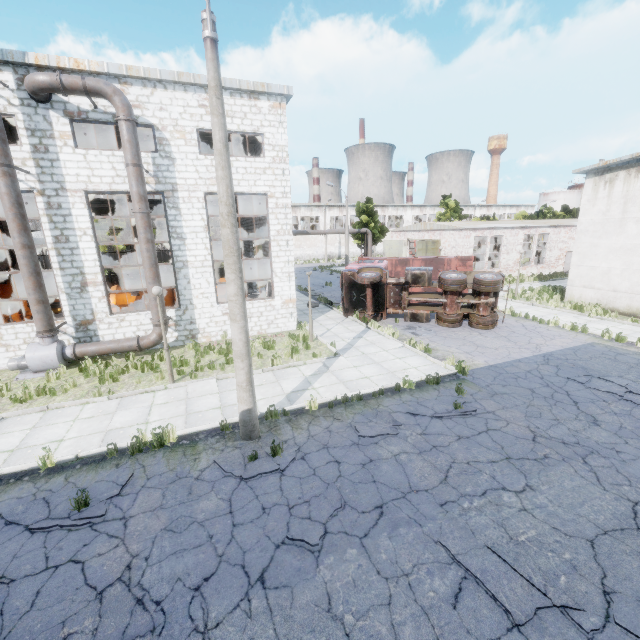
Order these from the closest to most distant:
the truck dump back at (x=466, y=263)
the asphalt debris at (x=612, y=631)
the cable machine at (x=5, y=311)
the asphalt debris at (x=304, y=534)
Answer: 1. the asphalt debris at (x=612, y=631)
2. the asphalt debris at (x=304, y=534)
3. the cable machine at (x=5, y=311)
4. the truck dump back at (x=466, y=263)

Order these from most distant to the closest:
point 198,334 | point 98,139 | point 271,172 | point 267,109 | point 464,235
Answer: point 464,235 → point 98,139 → point 198,334 → point 271,172 → point 267,109

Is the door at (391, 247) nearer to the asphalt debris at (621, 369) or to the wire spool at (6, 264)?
the asphalt debris at (621, 369)

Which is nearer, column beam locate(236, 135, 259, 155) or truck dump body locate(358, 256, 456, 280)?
column beam locate(236, 135, 259, 155)

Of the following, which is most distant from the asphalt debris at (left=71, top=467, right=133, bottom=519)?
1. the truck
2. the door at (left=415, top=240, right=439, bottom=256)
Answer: the door at (left=415, top=240, right=439, bottom=256)

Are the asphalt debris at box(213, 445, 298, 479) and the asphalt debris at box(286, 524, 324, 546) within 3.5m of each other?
yes

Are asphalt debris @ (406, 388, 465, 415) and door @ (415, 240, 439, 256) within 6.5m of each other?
no

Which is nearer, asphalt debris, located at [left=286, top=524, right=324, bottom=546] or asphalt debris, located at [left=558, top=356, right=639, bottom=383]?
asphalt debris, located at [left=286, top=524, right=324, bottom=546]
